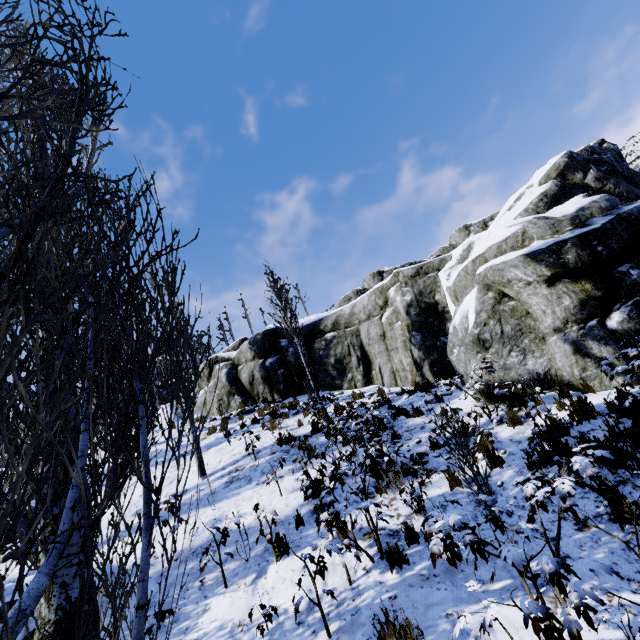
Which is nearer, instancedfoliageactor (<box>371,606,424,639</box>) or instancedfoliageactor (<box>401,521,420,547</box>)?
instancedfoliageactor (<box>371,606,424,639</box>)

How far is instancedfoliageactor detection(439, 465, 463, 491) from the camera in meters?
5.9 m

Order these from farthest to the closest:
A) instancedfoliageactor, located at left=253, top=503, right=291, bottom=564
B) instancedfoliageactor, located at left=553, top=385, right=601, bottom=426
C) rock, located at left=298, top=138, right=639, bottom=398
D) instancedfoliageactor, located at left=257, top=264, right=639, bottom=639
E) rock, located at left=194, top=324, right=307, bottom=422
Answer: rock, located at left=194, top=324, right=307, bottom=422
rock, located at left=298, top=138, right=639, bottom=398
instancedfoliageactor, located at left=553, top=385, right=601, bottom=426
instancedfoliageactor, located at left=253, top=503, right=291, bottom=564
instancedfoliageactor, located at left=257, top=264, right=639, bottom=639

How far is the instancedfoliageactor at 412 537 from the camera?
4.9m

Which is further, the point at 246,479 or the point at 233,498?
the point at 246,479
